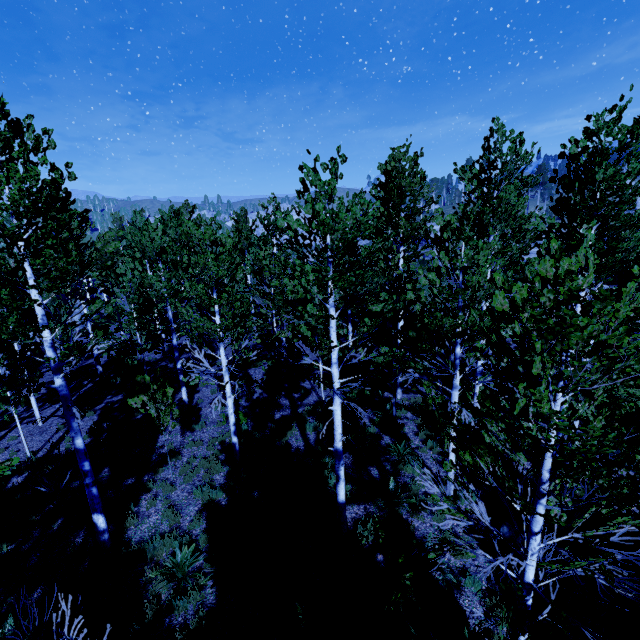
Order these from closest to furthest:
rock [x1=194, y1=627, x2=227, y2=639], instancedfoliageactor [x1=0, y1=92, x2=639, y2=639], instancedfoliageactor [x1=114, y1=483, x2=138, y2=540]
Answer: instancedfoliageactor [x1=0, y1=92, x2=639, y2=639], rock [x1=194, y1=627, x2=227, y2=639], instancedfoliageactor [x1=114, y1=483, x2=138, y2=540]

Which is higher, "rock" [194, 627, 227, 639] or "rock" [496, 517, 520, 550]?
"rock" [496, 517, 520, 550]

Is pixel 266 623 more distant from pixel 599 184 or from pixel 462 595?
pixel 599 184

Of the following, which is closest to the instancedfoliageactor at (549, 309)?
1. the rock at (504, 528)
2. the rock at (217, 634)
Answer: the rock at (217, 634)

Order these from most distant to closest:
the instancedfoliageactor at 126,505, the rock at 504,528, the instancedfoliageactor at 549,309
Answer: the instancedfoliageactor at 126,505
the rock at 504,528
the instancedfoliageactor at 549,309

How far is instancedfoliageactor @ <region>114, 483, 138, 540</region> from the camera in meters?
8.0 m

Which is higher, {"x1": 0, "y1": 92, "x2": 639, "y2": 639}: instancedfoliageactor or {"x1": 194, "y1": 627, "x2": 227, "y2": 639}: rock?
{"x1": 0, "y1": 92, "x2": 639, "y2": 639}: instancedfoliageactor

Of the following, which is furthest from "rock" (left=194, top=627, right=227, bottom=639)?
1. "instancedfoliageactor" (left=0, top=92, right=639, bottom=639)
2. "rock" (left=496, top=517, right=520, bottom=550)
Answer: "rock" (left=496, top=517, right=520, bottom=550)
